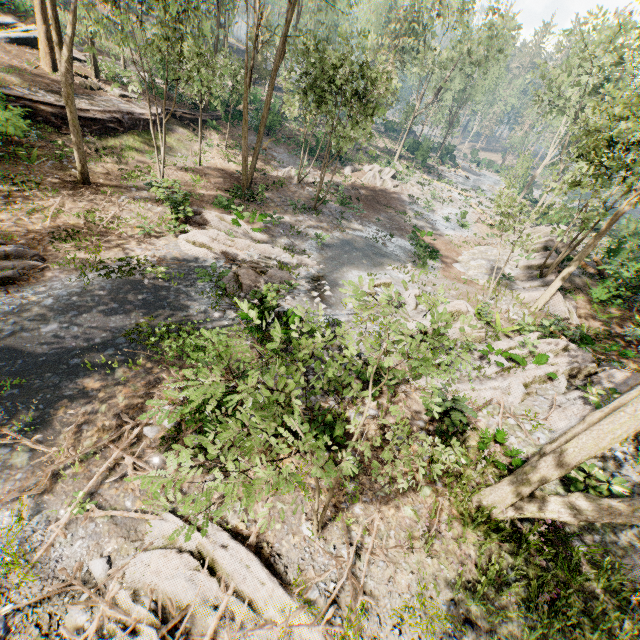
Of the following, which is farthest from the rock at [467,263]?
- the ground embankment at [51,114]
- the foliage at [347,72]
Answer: the ground embankment at [51,114]

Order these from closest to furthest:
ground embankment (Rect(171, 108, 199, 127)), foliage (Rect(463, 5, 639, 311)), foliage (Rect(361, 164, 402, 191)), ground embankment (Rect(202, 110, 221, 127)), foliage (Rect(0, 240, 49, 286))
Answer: foliage (Rect(0, 240, 49, 286)) < foliage (Rect(463, 5, 639, 311)) < ground embankment (Rect(171, 108, 199, 127)) < ground embankment (Rect(202, 110, 221, 127)) < foliage (Rect(361, 164, 402, 191))

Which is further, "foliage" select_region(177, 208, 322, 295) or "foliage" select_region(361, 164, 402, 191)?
"foliage" select_region(361, 164, 402, 191)

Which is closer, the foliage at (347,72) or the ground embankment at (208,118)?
the foliage at (347,72)

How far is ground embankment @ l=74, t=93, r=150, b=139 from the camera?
20.0m

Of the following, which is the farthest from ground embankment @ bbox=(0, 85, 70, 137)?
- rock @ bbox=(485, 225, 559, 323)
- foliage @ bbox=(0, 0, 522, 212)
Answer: rock @ bbox=(485, 225, 559, 323)

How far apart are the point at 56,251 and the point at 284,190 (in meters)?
16.35

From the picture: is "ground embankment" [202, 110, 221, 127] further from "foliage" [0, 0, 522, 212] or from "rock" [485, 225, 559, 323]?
"rock" [485, 225, 559, 323]
